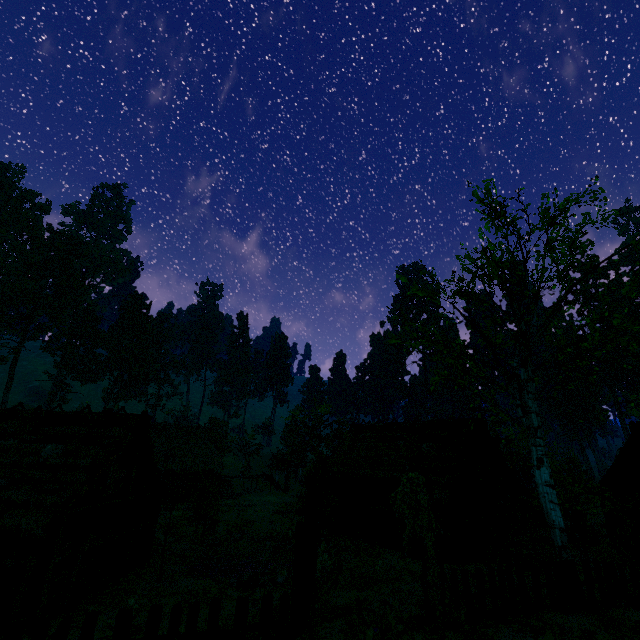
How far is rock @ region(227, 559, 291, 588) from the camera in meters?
16.2 m

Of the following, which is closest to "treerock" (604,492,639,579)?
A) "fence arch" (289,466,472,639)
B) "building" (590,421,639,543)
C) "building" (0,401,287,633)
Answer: "building" (0,401,287,633)

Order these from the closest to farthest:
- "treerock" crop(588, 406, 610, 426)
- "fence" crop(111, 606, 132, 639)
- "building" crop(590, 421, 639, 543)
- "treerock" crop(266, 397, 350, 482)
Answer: "fence" crop(111, 606, 132, 639)
"treerock" crop(588, 406, 610, 426)
"building" crop(590, 421, 639, 543)
"treerock" crop(266, 397, 350, 482)

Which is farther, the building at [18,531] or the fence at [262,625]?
the building at [18,531]

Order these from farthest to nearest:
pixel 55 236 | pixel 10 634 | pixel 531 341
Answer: pixel 55 236, pixel 531 341, pixel 10 634

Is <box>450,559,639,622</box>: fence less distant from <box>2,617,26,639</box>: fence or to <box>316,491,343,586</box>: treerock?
<box>316,491,343,586</box>: treerock

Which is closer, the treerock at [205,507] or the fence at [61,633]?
the fence at [61,633]

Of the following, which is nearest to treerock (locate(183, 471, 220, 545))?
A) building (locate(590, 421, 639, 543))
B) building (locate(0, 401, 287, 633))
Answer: building (locate(0, 401, 287, 633))
